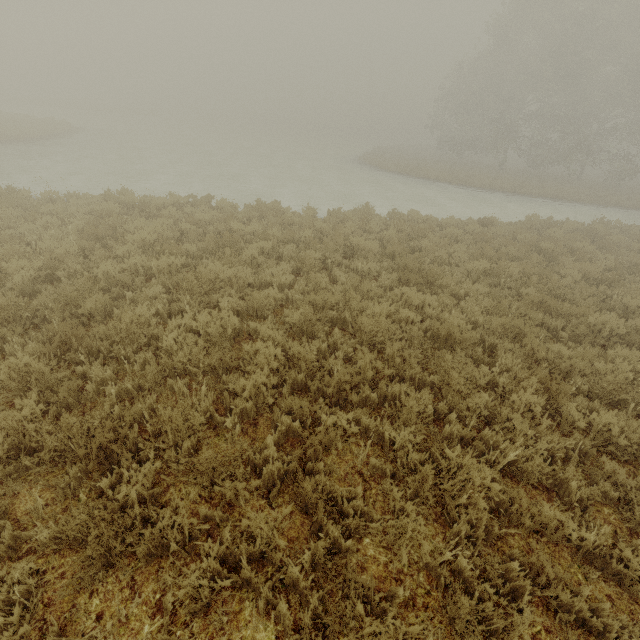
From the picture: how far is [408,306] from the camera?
7.2 meters
